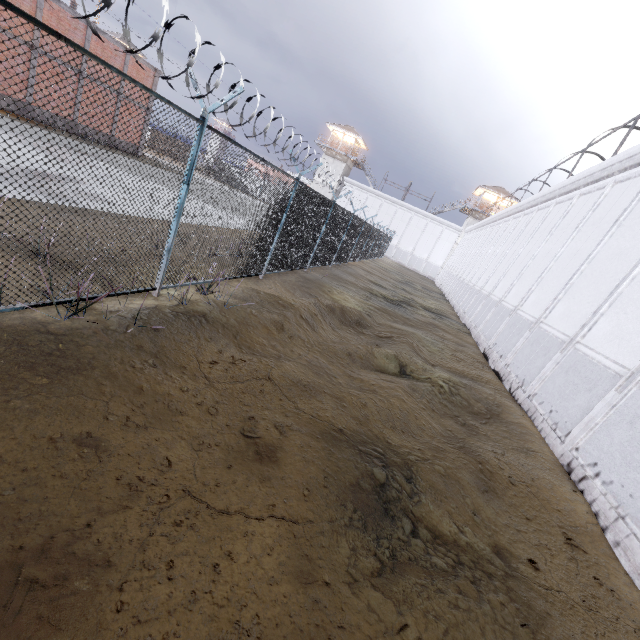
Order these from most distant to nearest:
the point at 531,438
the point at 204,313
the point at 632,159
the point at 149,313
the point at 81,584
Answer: the point at 632,159 → the point at 531,438 → the point at 204,313 → the point at 149,313 → the point at 81,584

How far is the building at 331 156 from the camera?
49.2m

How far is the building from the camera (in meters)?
49.16

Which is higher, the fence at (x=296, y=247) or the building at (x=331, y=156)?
the building at (x=331, y=156)

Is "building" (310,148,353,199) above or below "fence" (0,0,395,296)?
above

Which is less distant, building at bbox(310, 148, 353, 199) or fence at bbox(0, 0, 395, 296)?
fence at bbox(0, 0, 395, 296)
